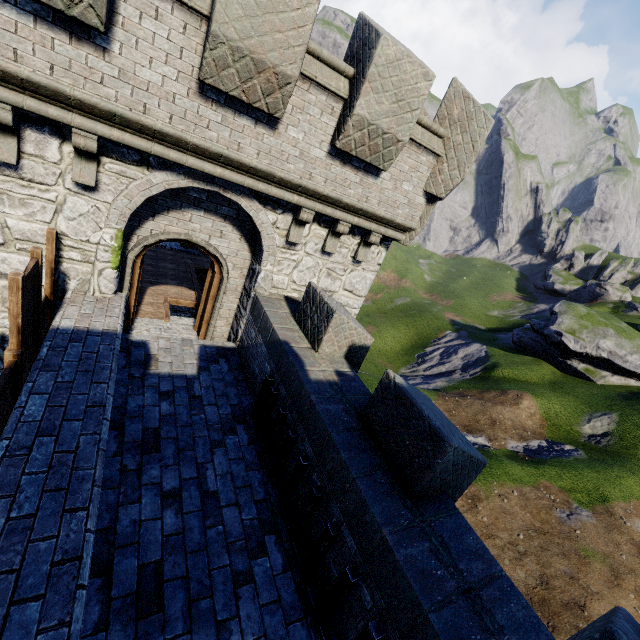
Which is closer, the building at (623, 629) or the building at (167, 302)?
the building at (623, 629)

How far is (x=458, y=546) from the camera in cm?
363

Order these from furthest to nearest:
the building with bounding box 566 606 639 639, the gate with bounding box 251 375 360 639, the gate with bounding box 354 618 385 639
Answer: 1. the gate with bounding box 251 375 360 639
2. the gate with bounding box 354 618 385 639
3. the building with bounding box 566 606 639 639

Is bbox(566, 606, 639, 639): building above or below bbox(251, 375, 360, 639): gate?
above

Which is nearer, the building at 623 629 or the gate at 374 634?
the building at 623 629

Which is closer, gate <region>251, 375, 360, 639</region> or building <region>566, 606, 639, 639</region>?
building <region>566, 606, 639, 639</region>
